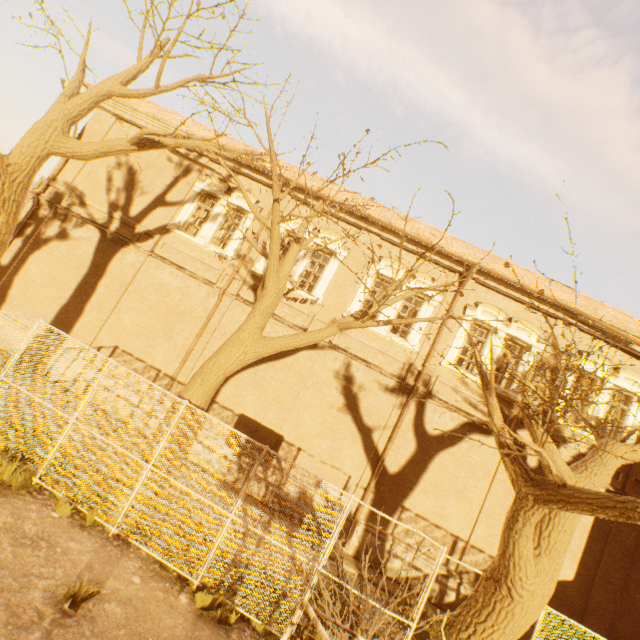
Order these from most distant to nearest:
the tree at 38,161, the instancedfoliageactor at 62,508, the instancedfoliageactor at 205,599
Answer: the instancedfoliageactor at 62,508, the instancedfoliageactor at 205,599, the tree at 38,161

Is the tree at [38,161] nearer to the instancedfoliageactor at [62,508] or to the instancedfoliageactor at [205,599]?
the instancedfoliageactor at [62,508]

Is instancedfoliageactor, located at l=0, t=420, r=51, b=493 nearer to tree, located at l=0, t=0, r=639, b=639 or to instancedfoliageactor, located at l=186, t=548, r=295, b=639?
tree, located at l=0, t=0, r=639, b=639

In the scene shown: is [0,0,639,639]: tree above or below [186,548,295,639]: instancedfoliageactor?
above

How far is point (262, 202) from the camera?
13.3m

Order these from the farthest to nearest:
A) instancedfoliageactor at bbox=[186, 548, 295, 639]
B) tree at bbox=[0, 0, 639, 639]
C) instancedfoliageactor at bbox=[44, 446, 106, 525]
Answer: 1. instancedfoliageactor at bbox=[44, 446, 106, 525]
2. instancedfoliageactor at bbox=[186, 548, 295, 639]
3. tree at bbox=[0, 0, 639, 639]

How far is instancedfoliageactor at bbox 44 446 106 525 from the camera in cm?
643

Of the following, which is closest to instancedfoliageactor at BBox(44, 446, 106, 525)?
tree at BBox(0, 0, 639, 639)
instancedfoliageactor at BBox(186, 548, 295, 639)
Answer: tree at BBox(0, 0, 639, 639)
